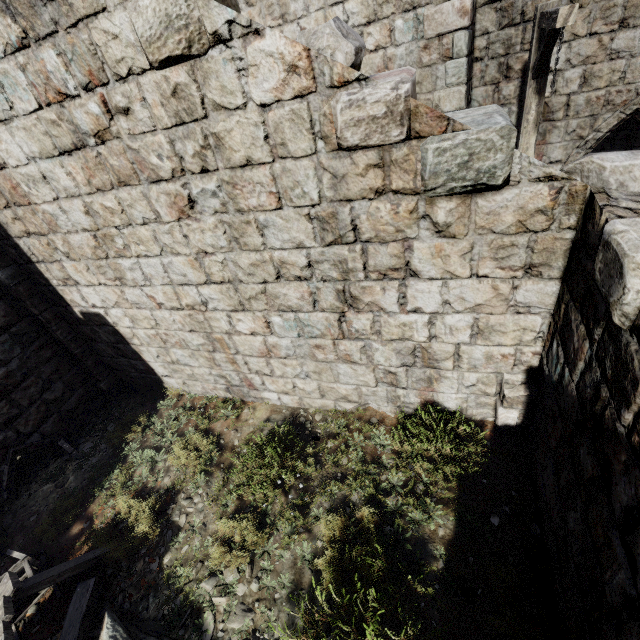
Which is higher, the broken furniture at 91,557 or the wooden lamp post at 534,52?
the wooden lamp post at 534,52

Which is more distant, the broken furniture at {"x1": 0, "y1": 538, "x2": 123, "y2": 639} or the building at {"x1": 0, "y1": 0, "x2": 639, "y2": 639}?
the broken furniture at {"x1": 0, "y1": 538, "x2": 123, "y2": 639}

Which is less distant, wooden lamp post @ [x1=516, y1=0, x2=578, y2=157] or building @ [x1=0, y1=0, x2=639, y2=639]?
building @ [x1=0, y1=0, x2=639, y2=639]

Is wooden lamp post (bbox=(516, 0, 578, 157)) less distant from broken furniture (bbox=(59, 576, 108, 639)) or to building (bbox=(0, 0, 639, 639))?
building (bbox=(0, 0, 639, 639))

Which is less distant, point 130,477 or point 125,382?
point 130,477

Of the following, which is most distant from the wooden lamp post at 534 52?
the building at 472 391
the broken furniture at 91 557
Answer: the broken furniture at 91 557
